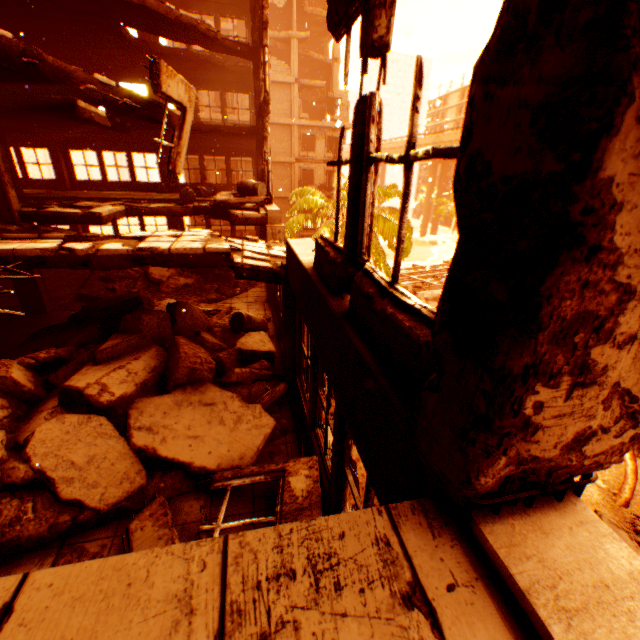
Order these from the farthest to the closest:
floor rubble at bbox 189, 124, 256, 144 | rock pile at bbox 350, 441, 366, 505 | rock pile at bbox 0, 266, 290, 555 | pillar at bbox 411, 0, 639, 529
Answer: floor rubble at bbox 189, 124, 256, 144
rock pile at bbox 350, 441, 366, 505
rock pile at bbox 0, 266, 290, 555
pillar at bbox 411, 0, 639, 529

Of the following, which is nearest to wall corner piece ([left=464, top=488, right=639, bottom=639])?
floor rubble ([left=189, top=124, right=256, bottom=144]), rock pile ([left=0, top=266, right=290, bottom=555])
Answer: rock pile ([left=0, top=266, right=290, bottom=555])

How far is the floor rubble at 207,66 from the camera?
13.47m

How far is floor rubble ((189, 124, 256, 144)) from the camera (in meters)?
13.30

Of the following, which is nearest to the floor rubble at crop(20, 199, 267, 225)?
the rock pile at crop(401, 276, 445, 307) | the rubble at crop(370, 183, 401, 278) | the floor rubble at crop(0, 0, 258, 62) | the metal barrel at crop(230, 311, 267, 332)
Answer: the metal barrel at crop(230, 311, 267, 332)

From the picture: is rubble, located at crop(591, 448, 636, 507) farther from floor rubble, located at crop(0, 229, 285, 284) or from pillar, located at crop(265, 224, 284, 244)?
pillar, located at crop(265, 224, 284, 244)

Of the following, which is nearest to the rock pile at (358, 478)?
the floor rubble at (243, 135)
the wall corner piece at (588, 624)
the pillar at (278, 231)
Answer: the pillar at (278, 231)

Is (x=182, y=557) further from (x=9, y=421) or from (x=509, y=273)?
(x=9, y=421)
